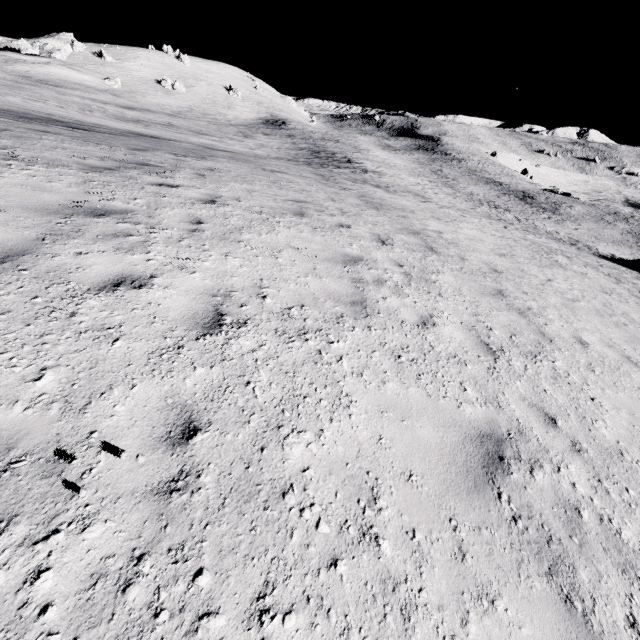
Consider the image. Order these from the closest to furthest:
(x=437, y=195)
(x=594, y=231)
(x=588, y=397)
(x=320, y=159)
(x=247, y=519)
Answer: (x=247, y=519) → (x=588, y=397) → (x=437, y=195) → (x=594, y=231) → (x=320, y=159)
